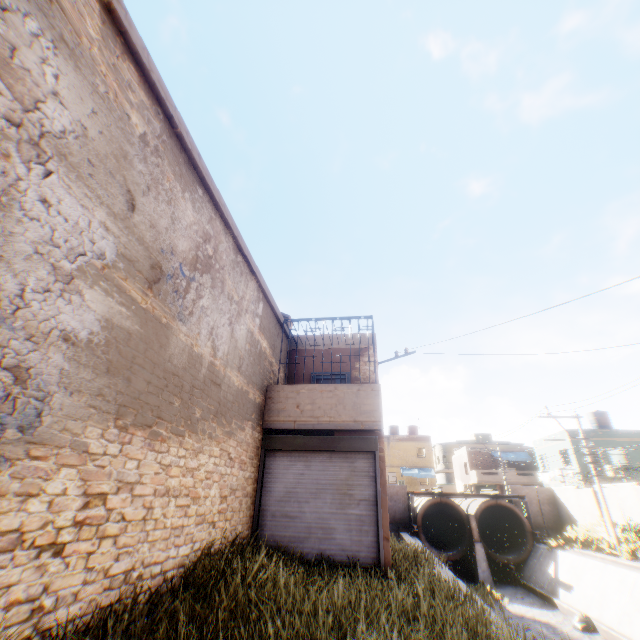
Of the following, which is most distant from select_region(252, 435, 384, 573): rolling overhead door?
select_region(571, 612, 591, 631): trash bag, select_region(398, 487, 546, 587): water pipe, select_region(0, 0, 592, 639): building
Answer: select_region(571, 612, 591, 631): trash bag

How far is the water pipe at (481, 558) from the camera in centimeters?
2220cm

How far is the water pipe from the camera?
22.2m

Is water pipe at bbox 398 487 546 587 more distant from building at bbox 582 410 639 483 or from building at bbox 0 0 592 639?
building at bbox 0 0 592 639

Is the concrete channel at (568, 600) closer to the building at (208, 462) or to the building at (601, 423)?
the building at (208, 462)

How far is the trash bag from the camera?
13.92m

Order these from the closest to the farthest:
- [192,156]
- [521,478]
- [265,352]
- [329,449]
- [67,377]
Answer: [67,377] < [192,156] < [329,449] < [265,352] < [521,478]

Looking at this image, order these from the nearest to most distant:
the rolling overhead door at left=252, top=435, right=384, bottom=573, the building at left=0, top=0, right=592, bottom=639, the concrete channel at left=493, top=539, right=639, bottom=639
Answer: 1. the building at left=0, top=0, right=592, bottom=639
2. the rolling overhead door at left=252, top=435, right=384, bottom=573
3. the concrete channel at left=493, top=539, right=639, bottom=639
